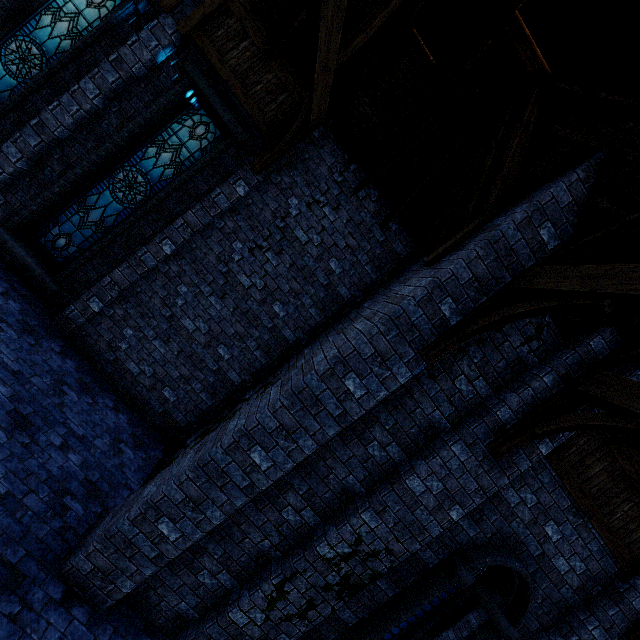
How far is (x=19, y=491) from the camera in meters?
4.3

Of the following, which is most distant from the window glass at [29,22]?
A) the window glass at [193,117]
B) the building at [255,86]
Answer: the window glass at [193,117]

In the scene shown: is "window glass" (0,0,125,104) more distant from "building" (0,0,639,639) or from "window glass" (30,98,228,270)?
"window glass" (30,98,228,270)

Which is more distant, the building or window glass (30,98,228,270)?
window glass (30,98,228,270)

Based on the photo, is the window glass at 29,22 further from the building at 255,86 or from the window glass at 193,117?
the window glass at 193,117

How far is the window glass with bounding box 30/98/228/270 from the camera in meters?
6.8

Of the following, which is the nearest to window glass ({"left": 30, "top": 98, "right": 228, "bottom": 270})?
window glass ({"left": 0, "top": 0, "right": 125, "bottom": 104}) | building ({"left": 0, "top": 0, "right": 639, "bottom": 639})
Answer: building ({"left": 0, "top": 0, "right": 639, "bottom": 639})
